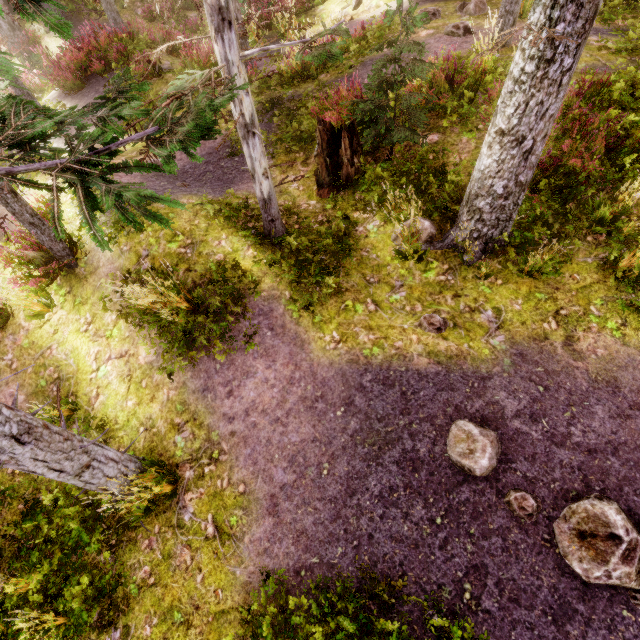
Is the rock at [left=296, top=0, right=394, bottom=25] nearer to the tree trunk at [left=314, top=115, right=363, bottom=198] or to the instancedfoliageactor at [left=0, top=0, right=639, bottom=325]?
the instancedfoliageactor at [left=0, top=0, right=639, bottom=325]

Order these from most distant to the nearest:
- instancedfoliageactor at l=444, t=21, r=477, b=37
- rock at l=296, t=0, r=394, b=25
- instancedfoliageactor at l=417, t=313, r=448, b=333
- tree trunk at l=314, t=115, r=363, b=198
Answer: rock at l=296, t=0, r=394, b=25
instancedfoliageactor at l=444, t=21, r=477, b=37
tree trunk at l=314, t=115, r=363, b=198
instancedfoliageactor at l=417, t=313, r=448, b=333

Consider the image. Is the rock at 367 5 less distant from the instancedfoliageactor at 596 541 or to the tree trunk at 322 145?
the instancedfoliageactor at 596 541

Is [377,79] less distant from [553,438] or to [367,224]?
[367,224]

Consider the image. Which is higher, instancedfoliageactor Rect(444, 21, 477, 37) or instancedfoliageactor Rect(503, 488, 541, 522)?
instancedfoliageactor Rect(444, 21, 477, 37)

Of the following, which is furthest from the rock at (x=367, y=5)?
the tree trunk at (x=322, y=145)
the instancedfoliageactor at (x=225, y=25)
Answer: the tree trunk at (x=322, y=145)

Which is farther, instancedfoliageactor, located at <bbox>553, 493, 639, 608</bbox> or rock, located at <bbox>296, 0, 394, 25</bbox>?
rock, located at <bbox>296, 0, 394, 25</bbox>
